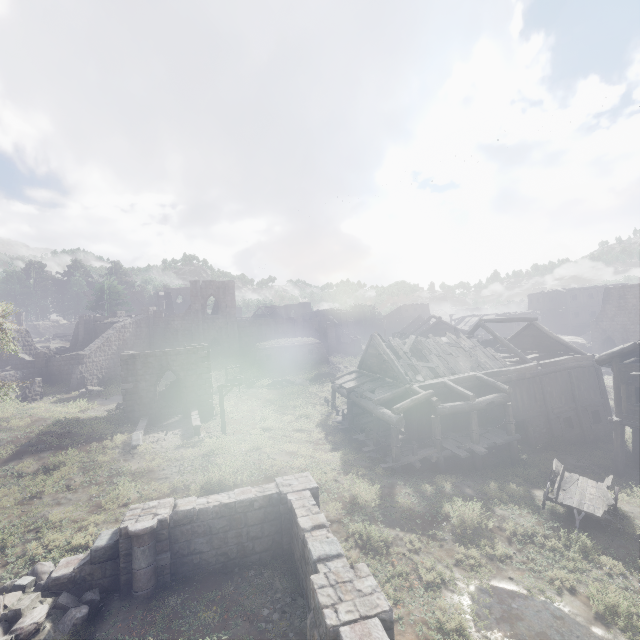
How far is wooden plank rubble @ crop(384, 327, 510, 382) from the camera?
20.77m

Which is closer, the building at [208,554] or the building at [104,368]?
the building at [208,554]

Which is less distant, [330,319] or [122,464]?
[122,464]

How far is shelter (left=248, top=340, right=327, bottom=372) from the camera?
38.9m

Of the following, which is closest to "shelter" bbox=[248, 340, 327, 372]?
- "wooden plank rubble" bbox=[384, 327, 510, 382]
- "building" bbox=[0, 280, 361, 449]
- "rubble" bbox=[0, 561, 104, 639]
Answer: "building" bbox=[0, 280, 361, 449]

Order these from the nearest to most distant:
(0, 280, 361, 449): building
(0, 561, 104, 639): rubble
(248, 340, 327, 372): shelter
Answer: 1. (0, 561, 104, 639): rubble
2. (0, 280, 361, 449): building
3. (248, 340, 327, 372): shelter

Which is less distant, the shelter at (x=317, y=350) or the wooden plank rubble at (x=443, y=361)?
the wooden plank rubble at (x=443, y=361)

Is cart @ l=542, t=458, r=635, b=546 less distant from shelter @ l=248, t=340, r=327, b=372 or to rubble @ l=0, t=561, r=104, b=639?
rubble @ l=0, t=561, r=104, b=639
